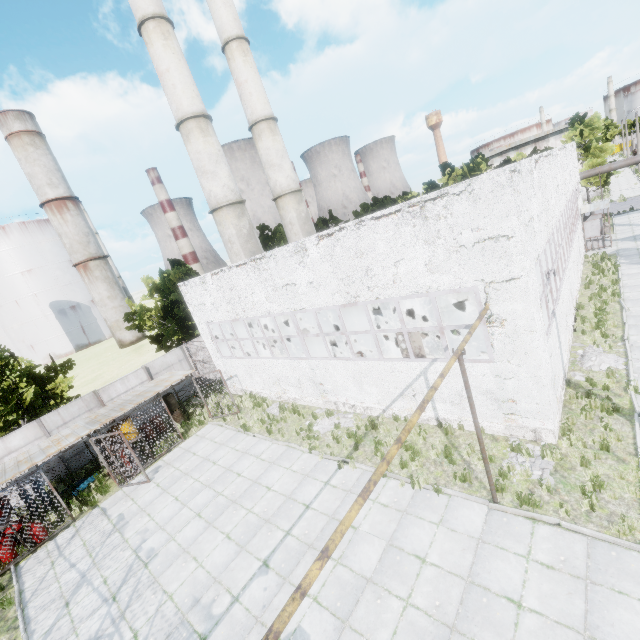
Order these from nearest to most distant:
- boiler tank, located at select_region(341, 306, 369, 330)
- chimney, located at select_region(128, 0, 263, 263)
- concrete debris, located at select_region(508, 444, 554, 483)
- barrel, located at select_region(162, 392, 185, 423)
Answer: concrete debris, located at select_region(508, 444, 554, 483)
boiler tank, located at select_region(341, 306, 369, 330)
barrel, located at select_region(162, 392, 185, 423)
chimney, located at select_region(128, 0, 263, 263)

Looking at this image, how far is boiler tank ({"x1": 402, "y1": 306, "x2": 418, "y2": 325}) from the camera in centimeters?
1692cm

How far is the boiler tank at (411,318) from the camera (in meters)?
16.92

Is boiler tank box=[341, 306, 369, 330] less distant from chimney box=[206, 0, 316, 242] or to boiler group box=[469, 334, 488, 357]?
boiler group box=[469, 334, 488, 357]

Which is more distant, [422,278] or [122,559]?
[122,559]

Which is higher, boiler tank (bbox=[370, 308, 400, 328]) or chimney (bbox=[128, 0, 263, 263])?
chimney (bbox=[128, 0, 263, 263])

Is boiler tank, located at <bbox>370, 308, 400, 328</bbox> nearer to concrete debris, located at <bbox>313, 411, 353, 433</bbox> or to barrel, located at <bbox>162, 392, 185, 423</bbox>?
concrete debris, located at <bbox>313, 411, 353, 433</bbox>

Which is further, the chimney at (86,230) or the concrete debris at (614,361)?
the chimney at (86,230)
